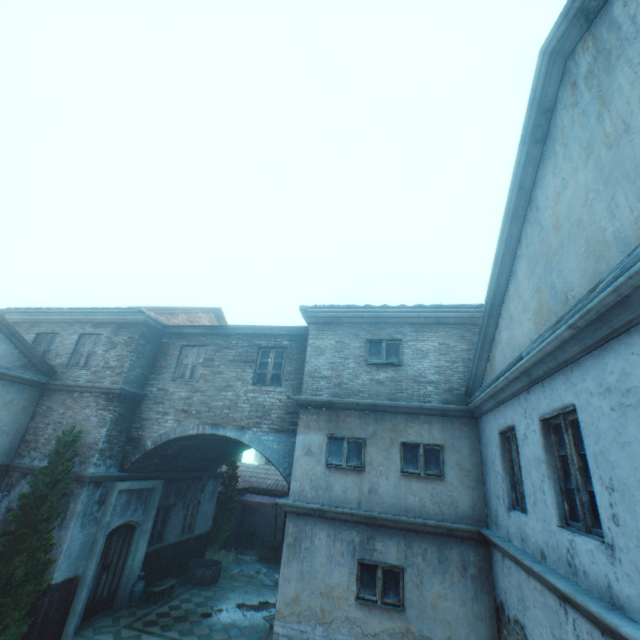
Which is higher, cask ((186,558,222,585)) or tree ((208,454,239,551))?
tree ((208,454,239,551))

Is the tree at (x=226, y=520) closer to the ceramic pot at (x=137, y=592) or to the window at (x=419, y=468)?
the ceramic pot at (x=137, y=592)

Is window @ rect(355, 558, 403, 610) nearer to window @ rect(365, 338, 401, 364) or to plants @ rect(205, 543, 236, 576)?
window @ rect(365, 338, 401, 364)

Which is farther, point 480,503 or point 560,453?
point 480,503

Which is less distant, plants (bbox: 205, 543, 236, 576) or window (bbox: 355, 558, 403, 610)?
window (bbox: 355, 558, 403, 610)

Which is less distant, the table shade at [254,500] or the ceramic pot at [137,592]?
the ceramic pot at [137,592]

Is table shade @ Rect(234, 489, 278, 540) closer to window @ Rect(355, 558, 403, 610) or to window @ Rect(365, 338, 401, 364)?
window @ Rect(355, 558, 403, 610)

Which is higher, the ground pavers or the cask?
the cask
